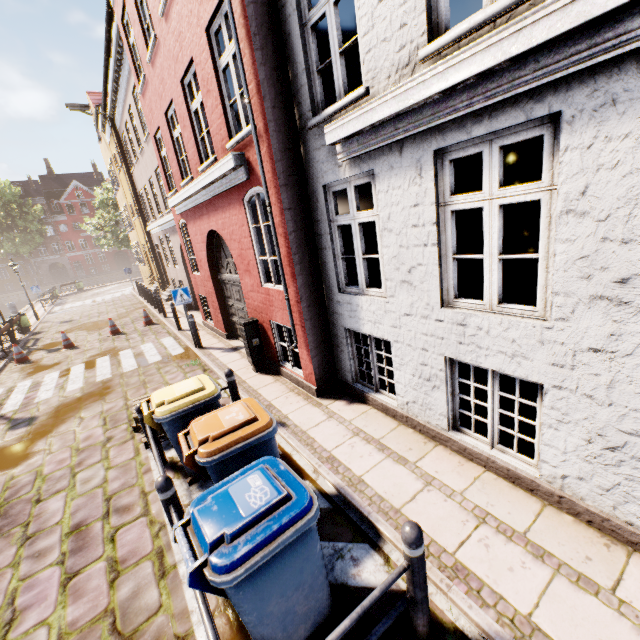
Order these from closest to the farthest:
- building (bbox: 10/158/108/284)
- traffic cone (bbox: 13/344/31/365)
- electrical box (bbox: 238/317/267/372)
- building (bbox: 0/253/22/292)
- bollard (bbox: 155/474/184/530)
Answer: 1. bollard (bbox: 155/474/184/530)
2. electrical box (bbox: 238/317/267/372)
3. traffic cone (bbox: 13/344/31/365)
4. building (bbox: 0/253/22/292)
5. building (bbox: 10/158/108/284)

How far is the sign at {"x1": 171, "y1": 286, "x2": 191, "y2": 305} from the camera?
9.50m

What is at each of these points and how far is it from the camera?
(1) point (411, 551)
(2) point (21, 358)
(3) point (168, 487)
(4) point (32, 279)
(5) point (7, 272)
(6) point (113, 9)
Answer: (1) bollard, 2.30m
(2) traffic cone, 11.95m
(3) bollard, 3.22m
(4) building, 54.66m
(5) building, 52.69m
(6) building, 10.30m

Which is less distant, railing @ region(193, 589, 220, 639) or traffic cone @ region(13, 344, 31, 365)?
railing @ region(193, 589, 220, 639)

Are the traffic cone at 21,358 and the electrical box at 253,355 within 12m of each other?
yes

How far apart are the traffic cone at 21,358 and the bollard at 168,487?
12.66m

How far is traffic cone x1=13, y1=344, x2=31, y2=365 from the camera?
11.9m

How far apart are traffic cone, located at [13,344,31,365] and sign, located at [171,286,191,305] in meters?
7.3 m
